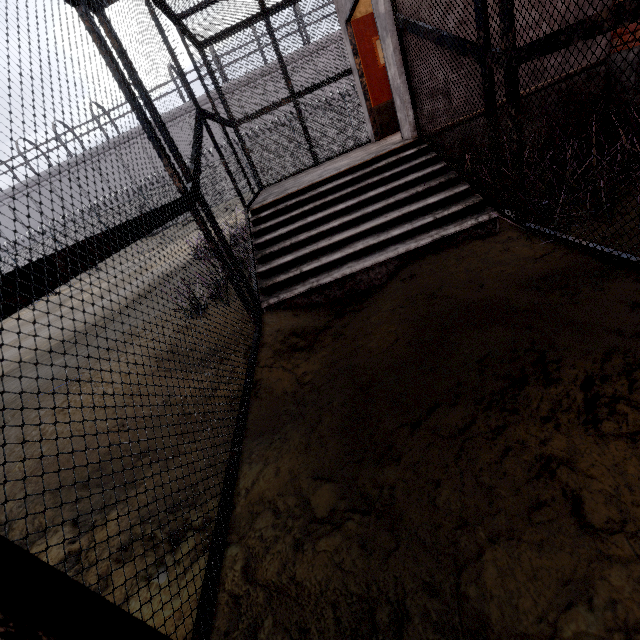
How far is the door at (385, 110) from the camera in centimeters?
640cm

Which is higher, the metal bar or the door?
the door

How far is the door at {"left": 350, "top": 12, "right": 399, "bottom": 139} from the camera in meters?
6.4 m

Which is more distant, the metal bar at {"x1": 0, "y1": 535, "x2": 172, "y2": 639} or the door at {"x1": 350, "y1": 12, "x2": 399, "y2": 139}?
the door at {"x1": 350, "y1": 12, "x2": 399, "y2": 139}

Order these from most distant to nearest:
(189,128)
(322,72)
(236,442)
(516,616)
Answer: (189,128), (322,72), (236,442), (516,616)

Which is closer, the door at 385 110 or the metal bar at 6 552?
the metal bar at 6 552
